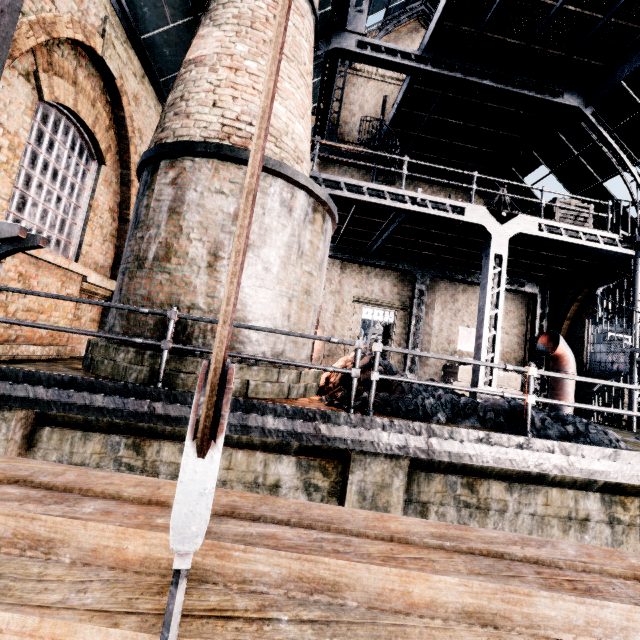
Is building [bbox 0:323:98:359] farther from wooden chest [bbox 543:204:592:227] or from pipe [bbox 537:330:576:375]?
wooden chest [bbox 543:204:592:227]

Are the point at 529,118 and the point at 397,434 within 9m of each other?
no

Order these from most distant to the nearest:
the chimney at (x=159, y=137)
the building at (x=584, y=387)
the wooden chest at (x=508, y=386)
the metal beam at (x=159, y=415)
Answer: the wooden chest at (x=508, y=386) < the building at (x=584, y=387) < the chimney at (x=159, y=137) < the metal beam at (x=159, y=415)

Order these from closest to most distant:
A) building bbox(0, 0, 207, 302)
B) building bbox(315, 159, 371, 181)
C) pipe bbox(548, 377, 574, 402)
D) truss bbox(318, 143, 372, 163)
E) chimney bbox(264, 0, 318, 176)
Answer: building bbox(0, 0, 207, 302) < chimney bbox(264, 0, 318, 176) < pipe bbox(548, 377, 574, 402) < truss bbox(318, 143, 372, 163) < building bbox(315, 159, 371, 181)

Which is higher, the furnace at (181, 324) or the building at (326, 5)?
the building at (326, 5)

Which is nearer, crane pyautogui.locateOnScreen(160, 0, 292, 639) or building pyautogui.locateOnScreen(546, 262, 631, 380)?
crane pyautogui.locateOnScreen(160, 0, 292, 639)

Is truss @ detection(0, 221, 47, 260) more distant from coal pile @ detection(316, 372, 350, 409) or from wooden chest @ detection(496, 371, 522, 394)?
wooden chest @ detection(496, 371, 522, 394)

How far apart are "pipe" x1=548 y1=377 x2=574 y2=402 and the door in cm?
639
